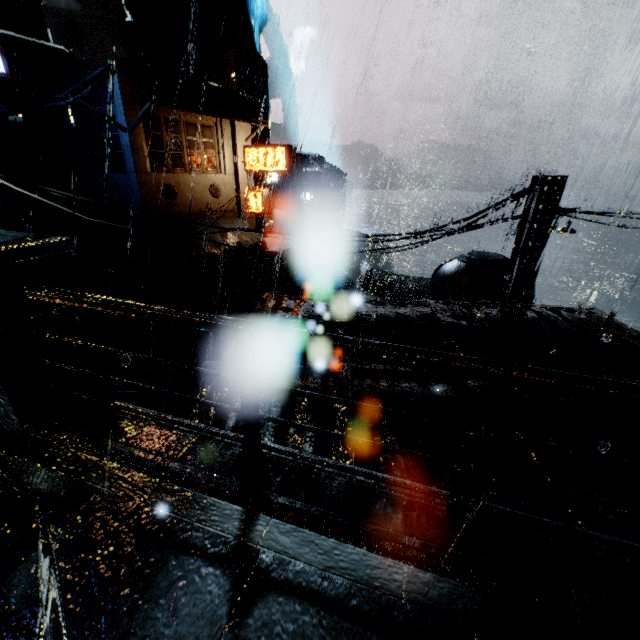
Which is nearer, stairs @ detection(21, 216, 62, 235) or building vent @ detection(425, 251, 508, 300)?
building vent @ detection(425, 251, 508, 300)

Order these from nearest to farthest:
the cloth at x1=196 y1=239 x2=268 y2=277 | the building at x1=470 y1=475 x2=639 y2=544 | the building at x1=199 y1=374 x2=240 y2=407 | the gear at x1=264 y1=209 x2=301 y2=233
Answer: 1. the building at x1=470 y1=475 x2=639 y2=544
2. the building at x1=199 y1=374 x2=240 y2=407
3. the cloth at x1=196 y1=239 x2=268 y2=277
4. the gear at x1=264 y1=209 x2=301 y2=233

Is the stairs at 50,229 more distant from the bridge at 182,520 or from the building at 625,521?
the bridge at 182,520

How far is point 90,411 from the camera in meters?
3.0 m

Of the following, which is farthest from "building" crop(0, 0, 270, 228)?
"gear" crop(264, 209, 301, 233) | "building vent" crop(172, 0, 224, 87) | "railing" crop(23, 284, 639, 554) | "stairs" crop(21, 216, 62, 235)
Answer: "gear" crop(264, 209, 301, 233)

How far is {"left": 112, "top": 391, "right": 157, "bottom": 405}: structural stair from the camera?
14.1 meters

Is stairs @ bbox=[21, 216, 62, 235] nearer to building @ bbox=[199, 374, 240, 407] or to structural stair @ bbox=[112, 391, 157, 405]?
building @ bbox=[199, 374, 240, 407]

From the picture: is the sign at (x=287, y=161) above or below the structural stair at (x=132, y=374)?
above
